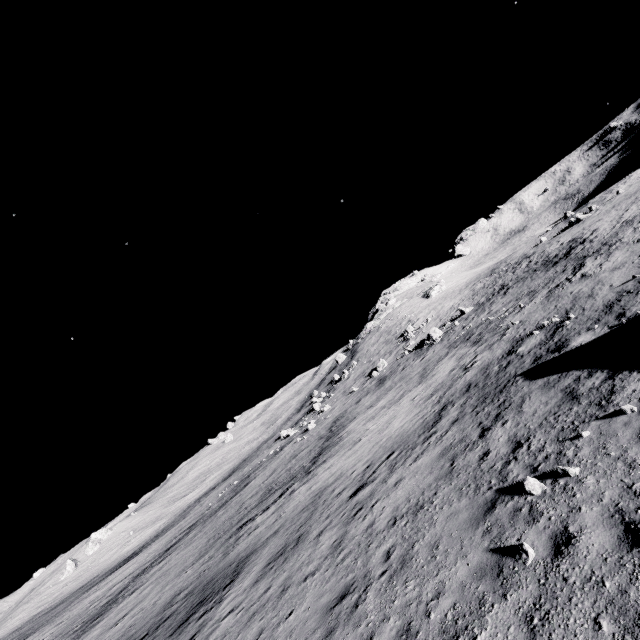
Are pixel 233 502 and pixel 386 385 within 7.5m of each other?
no

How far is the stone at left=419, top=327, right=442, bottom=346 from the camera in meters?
37.1

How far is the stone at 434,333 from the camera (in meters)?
37.07
